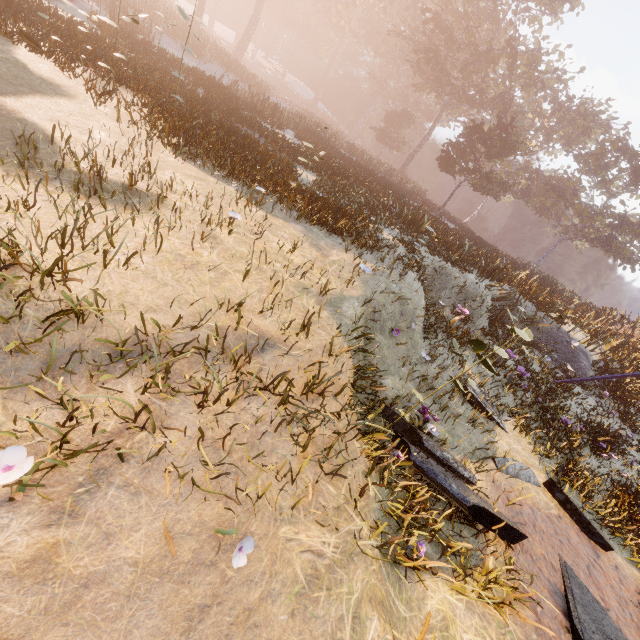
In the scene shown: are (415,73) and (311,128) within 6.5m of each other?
no

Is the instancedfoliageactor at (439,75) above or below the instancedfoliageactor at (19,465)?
above

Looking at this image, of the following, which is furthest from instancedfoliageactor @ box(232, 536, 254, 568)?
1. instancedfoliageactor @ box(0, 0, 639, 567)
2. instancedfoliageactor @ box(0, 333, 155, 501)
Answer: instancedfoliageactor @ box(0, 0, 639, 567)

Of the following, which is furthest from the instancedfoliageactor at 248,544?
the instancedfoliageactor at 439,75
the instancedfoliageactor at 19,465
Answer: the instancedfoliageactor at 439,75

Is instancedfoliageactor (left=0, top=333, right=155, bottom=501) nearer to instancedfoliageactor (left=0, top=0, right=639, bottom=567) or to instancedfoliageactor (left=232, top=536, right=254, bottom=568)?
instancedfoliageactor (left=232, top=536, right=254, bottom=568)

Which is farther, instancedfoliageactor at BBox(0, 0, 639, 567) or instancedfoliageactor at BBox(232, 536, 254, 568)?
instancedfoliageactor at BBox(0, 0, 639, 567)

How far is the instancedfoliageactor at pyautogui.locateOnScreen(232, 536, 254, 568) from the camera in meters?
2.2
